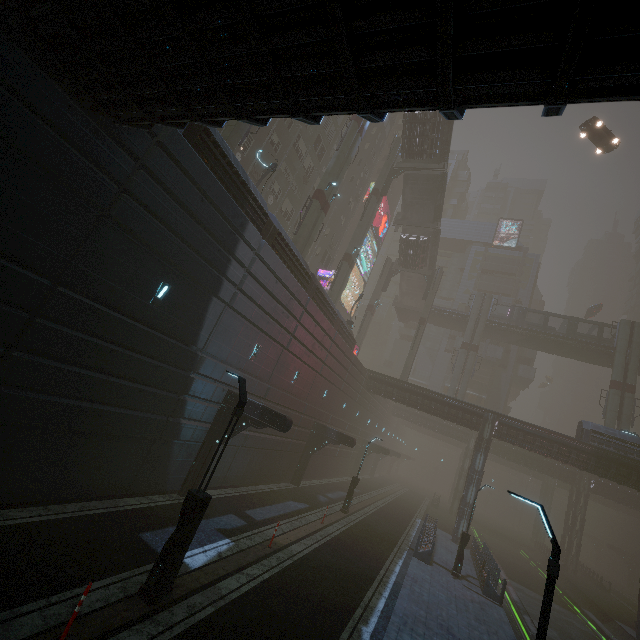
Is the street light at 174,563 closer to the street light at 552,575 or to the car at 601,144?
the street light at 552,575

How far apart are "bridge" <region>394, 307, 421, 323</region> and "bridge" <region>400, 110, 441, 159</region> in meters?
21.9

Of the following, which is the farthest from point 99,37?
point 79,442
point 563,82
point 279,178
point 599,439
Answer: point 599,439

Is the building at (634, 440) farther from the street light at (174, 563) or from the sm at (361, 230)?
the street light at (174, 563)

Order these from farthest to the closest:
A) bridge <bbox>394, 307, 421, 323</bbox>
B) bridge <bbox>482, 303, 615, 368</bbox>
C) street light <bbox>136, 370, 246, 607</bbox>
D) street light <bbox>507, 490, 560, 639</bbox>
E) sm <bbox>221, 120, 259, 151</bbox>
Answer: bridge <bbox>394, 307, 421, 323</bbox>
bridge <bbox>482, 303, 615, 368</bbox>
sm <bbox>221, 120, 259, 151</bbox>
street light <bbox>136, 370, 246, 607</bbox>
street light <bbox>507, 490, 560, 639</bbox>

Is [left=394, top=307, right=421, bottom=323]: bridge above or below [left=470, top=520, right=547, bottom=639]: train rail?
above

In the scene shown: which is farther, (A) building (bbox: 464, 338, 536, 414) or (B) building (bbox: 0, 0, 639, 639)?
(A) building (bbox: 464, 338, 536, 414)
